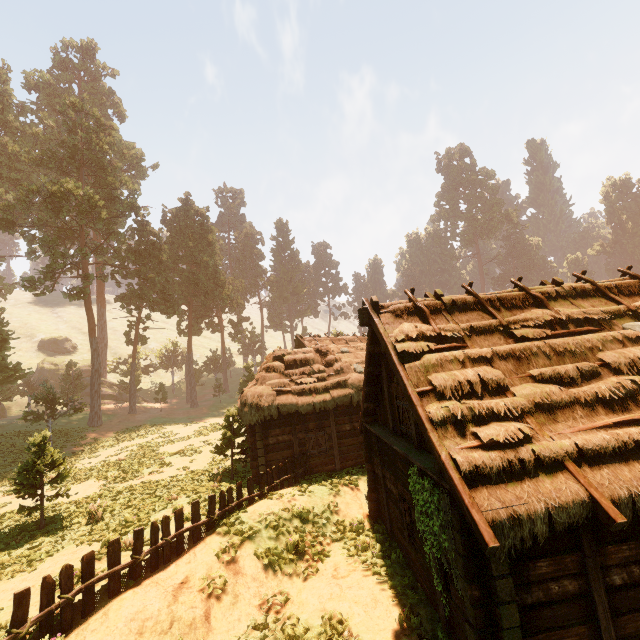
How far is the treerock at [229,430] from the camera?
16.4 meters

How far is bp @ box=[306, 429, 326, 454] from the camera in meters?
16.0 m

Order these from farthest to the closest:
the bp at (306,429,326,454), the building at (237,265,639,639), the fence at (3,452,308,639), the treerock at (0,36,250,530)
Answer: the treerock at (0,36,250,530) < the bp at (306,429,326,454) < the fence at (3,452,308,639) < the building at (237,265,639,639)

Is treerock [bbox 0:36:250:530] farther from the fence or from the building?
the fence

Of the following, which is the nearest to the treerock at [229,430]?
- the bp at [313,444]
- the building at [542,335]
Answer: the building at [542,335]

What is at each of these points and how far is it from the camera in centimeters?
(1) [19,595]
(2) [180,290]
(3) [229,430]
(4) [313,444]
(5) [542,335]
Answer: (1) fence, 613cm
(2) treerock, 4438cm
(3) treerock, 1728cm
(4) bp, 1602cm
(5) building, 842cm

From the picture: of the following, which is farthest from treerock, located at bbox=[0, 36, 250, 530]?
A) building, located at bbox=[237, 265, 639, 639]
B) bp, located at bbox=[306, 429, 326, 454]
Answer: bp, located at bbox=[306, 429, 326, 454]

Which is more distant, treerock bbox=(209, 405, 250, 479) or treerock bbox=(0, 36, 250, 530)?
treerock bbox=(0, 36, 250, 530)
